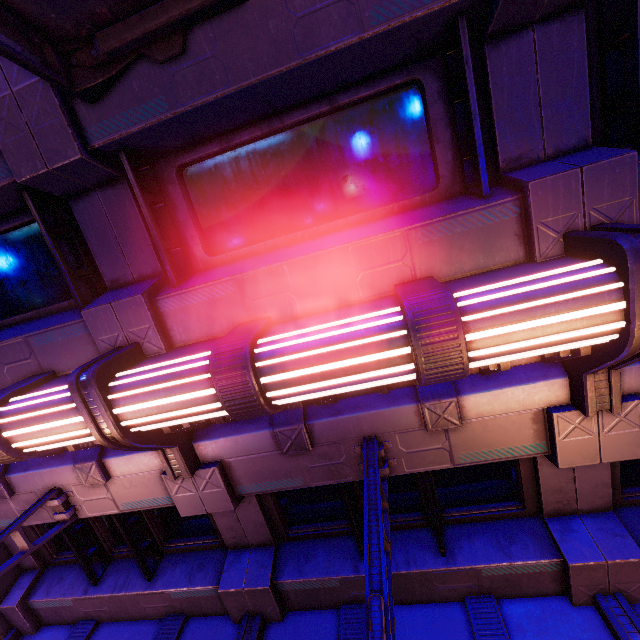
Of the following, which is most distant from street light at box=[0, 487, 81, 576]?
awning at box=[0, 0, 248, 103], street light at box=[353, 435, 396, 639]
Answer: awning at box=[0, 0, 248, 103]

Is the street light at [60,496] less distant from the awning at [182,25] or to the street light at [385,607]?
the street light at [385,607]

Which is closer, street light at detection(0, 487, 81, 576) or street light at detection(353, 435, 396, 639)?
street light at detection(353, 435, 396, 639)

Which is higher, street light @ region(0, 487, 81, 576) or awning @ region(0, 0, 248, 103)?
awning @ region(0, 0, 248, 103)

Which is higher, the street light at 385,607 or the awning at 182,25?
the awning at 182,25

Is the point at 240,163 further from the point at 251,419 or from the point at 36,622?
the point at 36,622

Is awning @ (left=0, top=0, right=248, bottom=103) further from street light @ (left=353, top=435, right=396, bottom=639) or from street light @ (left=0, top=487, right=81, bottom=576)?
street light @ (left=0, top=487, right=81, bottom=576)
